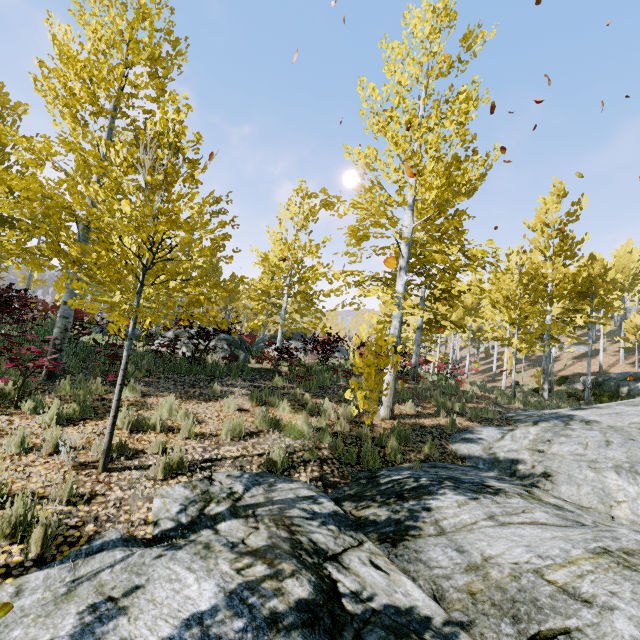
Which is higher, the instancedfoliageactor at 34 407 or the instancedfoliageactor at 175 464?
the instancedfoliageactor at 34 407

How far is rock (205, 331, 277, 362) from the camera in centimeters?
1175cm

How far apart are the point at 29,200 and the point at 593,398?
28.4 meters

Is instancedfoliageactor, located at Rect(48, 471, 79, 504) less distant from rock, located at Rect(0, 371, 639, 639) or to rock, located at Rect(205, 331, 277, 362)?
rock, located at Rect(0, 371, 639, 639)

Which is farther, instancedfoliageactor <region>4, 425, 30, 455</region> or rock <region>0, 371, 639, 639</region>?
instancedfoliageactor <region>4, 425, 30, 455</region>

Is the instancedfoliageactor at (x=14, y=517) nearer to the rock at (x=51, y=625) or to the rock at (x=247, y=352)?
the rock at (x=51, y=625)

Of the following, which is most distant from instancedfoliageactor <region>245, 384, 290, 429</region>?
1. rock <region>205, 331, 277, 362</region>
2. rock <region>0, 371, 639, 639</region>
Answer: rock <region>205, 331, 277, 362</region>
